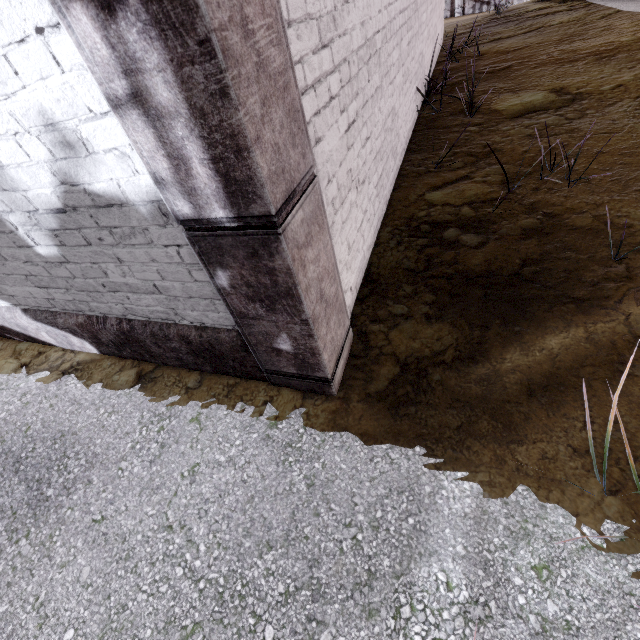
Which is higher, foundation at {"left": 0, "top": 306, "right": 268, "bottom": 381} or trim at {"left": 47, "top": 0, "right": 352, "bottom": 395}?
trim at {"left": 47, "top": 0, "right": 352, "bottom": 395}

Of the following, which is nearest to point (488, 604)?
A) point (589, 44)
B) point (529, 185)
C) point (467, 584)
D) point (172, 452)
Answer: point (467, 584)

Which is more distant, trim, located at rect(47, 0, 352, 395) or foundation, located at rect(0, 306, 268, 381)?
foundation, located at rect(0, 306, 268, 381)

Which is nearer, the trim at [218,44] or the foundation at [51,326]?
the trim at [218,44]

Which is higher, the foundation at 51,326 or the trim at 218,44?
the trim at 218,44
